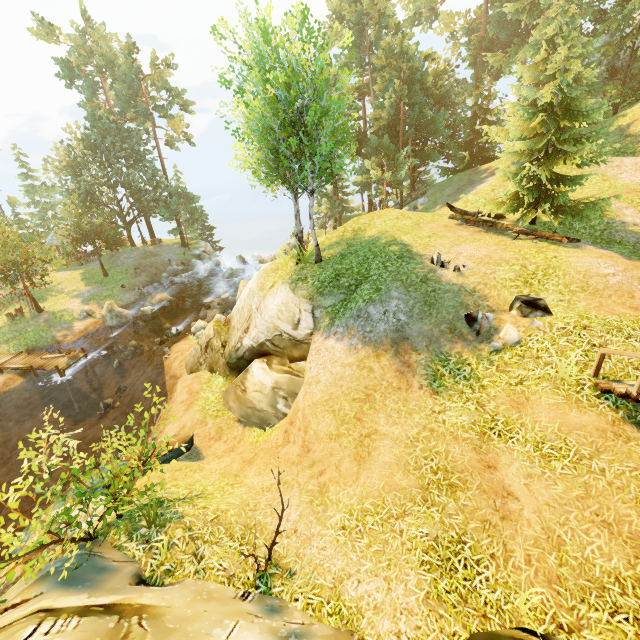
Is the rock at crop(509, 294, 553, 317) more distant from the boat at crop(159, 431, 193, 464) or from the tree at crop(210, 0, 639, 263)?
the boat at crop(159, 431, 193, 464)

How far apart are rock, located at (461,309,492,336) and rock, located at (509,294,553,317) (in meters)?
0.51

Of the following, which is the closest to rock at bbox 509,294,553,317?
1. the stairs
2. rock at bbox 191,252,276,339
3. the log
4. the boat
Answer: the stairs

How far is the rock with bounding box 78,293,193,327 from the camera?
25.7m

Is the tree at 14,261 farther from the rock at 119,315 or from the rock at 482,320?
the rock at 482,320

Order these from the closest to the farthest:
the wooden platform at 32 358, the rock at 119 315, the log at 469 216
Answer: the log at 469 216 < the wooden platform at 32 358 < the rock at 119 315

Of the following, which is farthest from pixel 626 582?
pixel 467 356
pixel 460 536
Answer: pixel 467 356

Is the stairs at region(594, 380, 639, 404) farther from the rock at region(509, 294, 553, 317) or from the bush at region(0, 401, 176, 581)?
the bush at region(0, 401, 176, 581)
